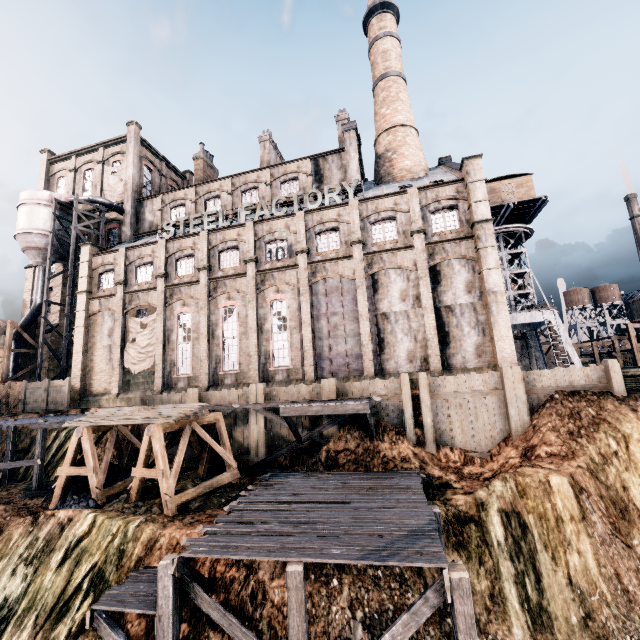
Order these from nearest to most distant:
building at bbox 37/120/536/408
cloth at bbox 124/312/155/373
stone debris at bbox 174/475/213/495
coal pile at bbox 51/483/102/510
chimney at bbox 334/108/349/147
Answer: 1. coal pile at bbox 51/483/102/510
2. stone debris at bbox 174/475/213/495
3. building at bbox 37/120/536/408
4. cloth at bbox 124/312/155/373
5. chimney at bbox 334/108/349/147

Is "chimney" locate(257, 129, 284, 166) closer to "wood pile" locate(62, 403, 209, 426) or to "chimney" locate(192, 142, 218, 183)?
"chimney" locate(192, 142, 218, 183)

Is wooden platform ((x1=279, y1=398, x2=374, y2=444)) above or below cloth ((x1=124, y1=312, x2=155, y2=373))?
below

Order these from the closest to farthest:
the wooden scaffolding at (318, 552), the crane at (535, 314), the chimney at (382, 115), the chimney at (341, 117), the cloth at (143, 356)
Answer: the wooden scaffolding at (318, 552) < the cloth at (143, 356) < the chimney at (382, 115) < the crane at (535, 314) < the chimney at (341, 117)

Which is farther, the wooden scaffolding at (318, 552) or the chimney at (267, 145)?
the chimney at (267, 145)

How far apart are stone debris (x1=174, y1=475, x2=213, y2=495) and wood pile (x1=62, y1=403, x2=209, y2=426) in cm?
350

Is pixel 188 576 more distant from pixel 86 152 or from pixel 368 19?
pixel 368 19

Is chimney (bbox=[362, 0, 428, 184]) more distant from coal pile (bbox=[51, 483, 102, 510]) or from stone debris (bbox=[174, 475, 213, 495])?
coal pile (bbox=[51, 483, 102, 510])
